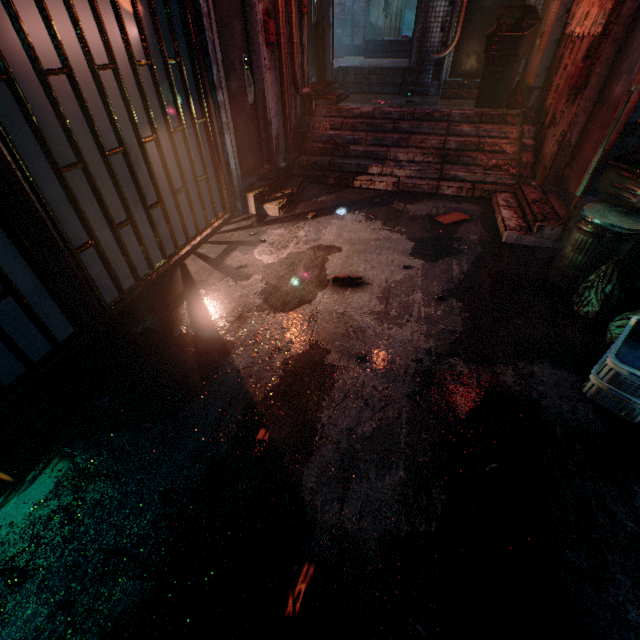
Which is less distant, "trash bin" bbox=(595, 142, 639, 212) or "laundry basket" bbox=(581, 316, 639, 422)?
"laundry basket" bbox=(581, 316, 639, 422)

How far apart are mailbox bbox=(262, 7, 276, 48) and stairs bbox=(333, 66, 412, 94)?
2.8 meters

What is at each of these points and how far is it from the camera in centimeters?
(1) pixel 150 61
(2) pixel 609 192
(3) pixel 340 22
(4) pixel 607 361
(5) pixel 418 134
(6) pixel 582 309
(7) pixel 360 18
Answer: (1) storefront, 252cm
(2) trash bin, 274cm
(3) trash bin, 897cm
(4) laundry basket, 182cm
(5) stairs, 504cm
(6) trash bag, 254cm
(7) air duct, 925cm

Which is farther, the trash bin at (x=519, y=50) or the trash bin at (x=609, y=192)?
the trash bin at (x=519, y=50)

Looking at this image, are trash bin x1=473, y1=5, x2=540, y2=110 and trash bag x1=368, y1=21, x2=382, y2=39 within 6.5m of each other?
no

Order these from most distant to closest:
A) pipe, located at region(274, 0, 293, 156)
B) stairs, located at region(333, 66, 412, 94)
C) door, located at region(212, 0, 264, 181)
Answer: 1. stairs, located at region(333, 66, 412, 94)
2. pipe, located at region(274, 0, 293, 156)
3. door, located at region(212, 0, 264, 181)

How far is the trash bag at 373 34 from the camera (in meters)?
10.70

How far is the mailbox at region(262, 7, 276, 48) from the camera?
3.8 meters
